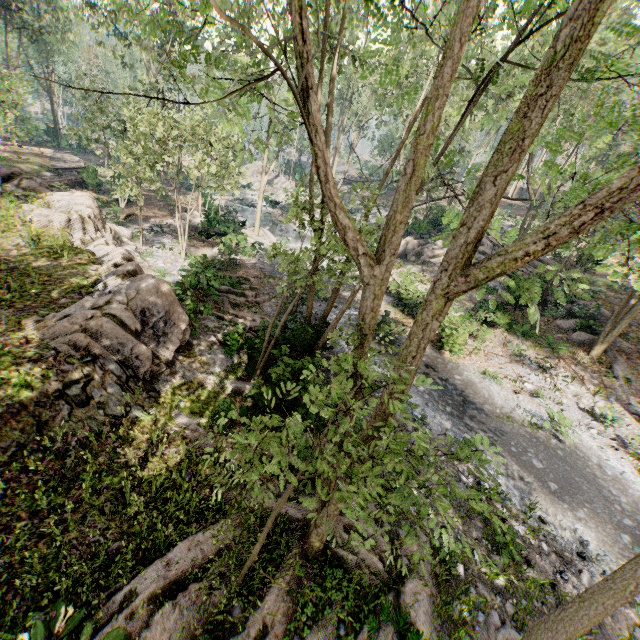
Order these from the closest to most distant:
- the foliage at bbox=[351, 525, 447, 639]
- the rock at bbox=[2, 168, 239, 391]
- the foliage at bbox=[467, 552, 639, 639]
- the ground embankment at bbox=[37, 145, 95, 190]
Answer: the foliage at bbox=[467, 552, 639, 639]
the foliage at bbox=[351, 525, 447, 639]
the rock at bbox=[2, 168, 239, 391]
the ground embankment at bbox=[37, 145, 95, 190]

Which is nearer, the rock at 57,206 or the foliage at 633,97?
the foliage at 633,97

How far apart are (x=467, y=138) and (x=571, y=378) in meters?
19.1 m

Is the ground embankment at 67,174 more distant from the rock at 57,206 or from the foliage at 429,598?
the rock at 57,206

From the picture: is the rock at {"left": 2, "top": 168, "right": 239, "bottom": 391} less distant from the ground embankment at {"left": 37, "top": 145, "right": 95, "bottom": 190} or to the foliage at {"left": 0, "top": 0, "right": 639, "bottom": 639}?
the foliage at {"left": 0, "top": 0, "right": 639, "bottom": 639}

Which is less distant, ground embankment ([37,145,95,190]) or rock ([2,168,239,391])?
rock ([2,168,239,391])

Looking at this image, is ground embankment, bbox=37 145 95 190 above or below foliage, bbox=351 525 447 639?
above

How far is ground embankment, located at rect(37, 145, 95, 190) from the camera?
27.9 meters
